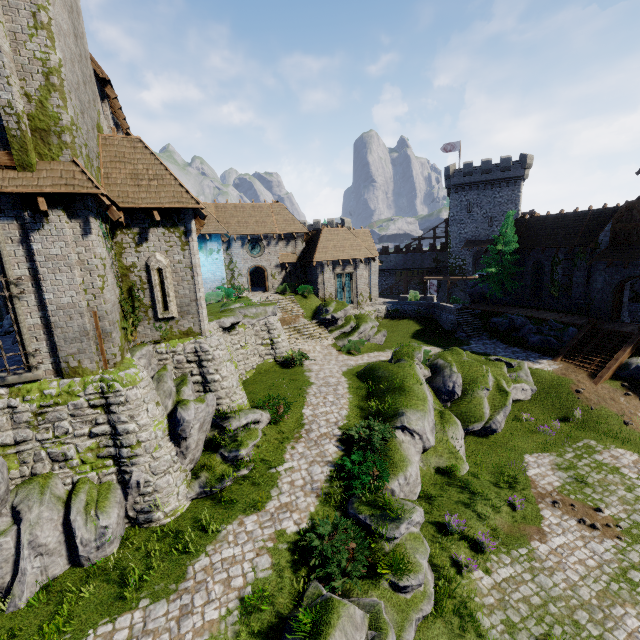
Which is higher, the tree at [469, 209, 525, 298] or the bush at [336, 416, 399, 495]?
A: the tree at [469, 209, 525, 298]

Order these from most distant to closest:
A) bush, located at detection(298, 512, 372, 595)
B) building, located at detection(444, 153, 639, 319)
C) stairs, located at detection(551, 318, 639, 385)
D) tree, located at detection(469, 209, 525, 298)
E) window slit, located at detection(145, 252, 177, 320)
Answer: tree, located at detection(469, 209, 525, 298) → building, located at detection(444, 153, 639, 319) → stairs, located at detection(551, 318, 639, 385) → window slit, located at detection(145, 252, 177, 320) → bush, located at detection(298, 512, 372, 595)

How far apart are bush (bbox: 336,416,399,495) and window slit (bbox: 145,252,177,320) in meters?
9.1 m

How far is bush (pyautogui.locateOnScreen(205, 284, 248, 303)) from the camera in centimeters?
2803cm

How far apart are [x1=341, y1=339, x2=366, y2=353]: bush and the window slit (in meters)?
14.00

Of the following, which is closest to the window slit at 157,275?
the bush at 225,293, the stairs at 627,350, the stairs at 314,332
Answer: the stairs at 314,332

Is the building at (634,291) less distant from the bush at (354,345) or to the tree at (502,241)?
the tree at (502,241)

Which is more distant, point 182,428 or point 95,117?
point 95,117
